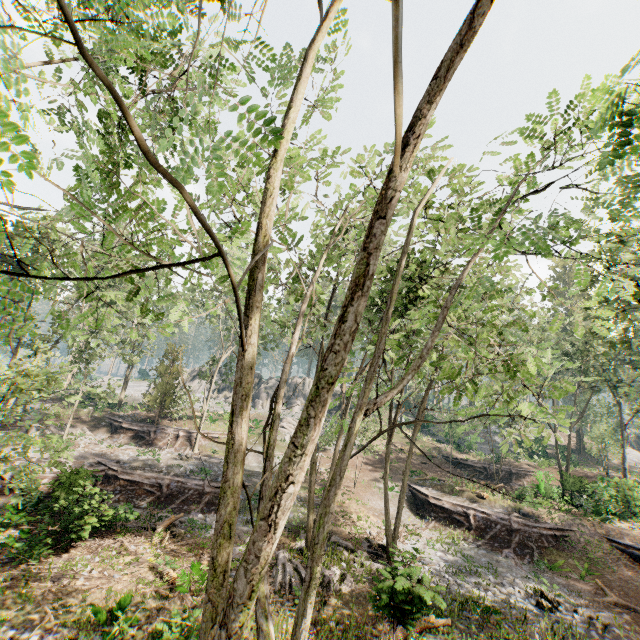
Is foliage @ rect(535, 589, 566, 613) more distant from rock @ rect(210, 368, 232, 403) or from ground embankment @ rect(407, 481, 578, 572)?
ground embankment @ rect(407, 481, 578, 572)

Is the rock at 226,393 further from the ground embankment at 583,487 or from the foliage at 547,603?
the ground embankment at 583,487

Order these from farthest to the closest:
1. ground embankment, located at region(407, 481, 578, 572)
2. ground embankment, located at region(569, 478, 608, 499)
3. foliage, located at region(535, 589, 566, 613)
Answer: ground embankment, located at region(569, 478, 608, 499)
ground embankment, located at region(407, 481, 578, 572)
foliage, located at region(535, 589, 566, 613)

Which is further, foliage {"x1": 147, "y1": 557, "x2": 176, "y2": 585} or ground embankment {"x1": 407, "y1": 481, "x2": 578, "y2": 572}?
ground embankment {"x1": 407, "y1": 481, "x2": 578, "y2": 572}

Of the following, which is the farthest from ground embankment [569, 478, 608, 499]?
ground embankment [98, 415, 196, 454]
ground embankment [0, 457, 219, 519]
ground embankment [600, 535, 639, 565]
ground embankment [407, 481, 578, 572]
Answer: ground embankment [98, 415, 196, 454]

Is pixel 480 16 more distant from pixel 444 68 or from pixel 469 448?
pixel 469 448

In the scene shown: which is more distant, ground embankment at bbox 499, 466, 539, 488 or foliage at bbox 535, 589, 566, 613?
ground embankment at bbox 499, 466, 539, 488

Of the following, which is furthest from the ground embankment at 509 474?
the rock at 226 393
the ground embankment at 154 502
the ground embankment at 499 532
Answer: the ground embankment at 154 502
